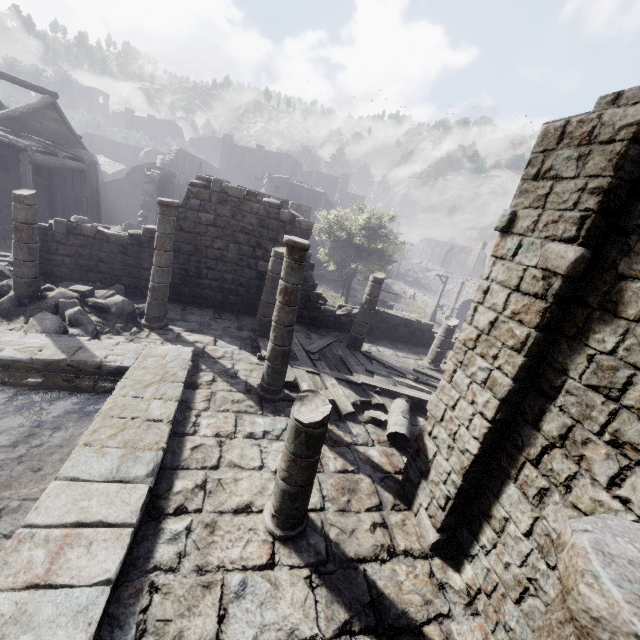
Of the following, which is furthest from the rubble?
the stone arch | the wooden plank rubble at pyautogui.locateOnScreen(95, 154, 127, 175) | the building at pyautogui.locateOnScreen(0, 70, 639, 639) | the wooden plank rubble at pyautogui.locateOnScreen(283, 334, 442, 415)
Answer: the wooden plank rubble at pyautogui.locateOnScreen(95, 154, 127, 175)

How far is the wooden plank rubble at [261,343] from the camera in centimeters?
997cm

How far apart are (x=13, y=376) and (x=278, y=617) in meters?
7.3

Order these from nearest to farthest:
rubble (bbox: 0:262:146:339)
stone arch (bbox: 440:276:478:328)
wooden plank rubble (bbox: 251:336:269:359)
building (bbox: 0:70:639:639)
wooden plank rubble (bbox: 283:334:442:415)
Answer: building (bbox: 0:70:639:639) < rubble (bbox: 0:262:146:339) < wooden plank rubble (bbox: 283:334:442:415) < wooden plank rubble (bbox: 251:336:269:359) < stone arch (bbox: 440:276:478:328)

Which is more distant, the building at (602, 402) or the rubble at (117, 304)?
the rubble at (117, 304)

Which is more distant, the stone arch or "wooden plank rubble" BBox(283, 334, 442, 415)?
the stone arch

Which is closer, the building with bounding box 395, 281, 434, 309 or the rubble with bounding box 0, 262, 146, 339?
the rubble with bounding box 0, 262, 146, 339

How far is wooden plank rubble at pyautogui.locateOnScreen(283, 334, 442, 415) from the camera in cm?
891
